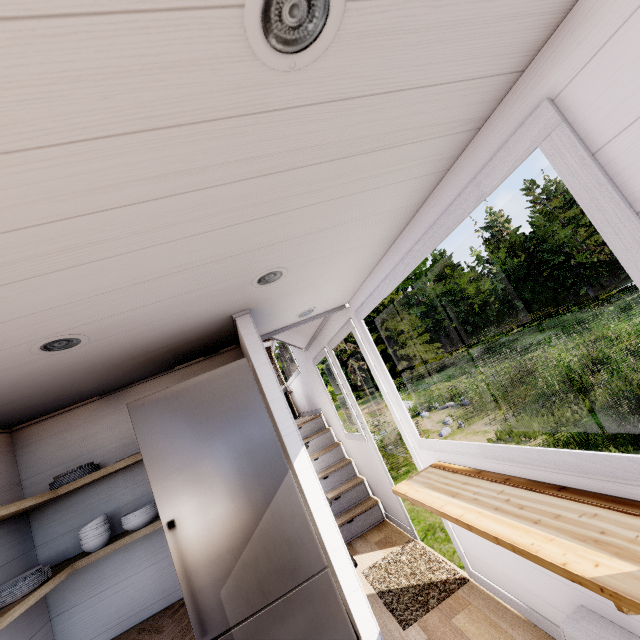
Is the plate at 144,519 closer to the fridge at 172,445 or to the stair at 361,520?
the fridge at 172,445

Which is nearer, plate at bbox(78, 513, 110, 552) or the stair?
plate at bbox(78, 513, 110, 552)

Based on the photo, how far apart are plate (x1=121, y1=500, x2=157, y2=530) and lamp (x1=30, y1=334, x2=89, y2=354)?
1.2 meters

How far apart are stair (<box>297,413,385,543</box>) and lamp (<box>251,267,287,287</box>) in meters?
3.9

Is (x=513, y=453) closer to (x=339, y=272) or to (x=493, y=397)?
(x=339, y=272)

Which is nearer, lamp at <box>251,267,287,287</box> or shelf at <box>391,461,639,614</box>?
shelf at <box>391,461,639,614</box>

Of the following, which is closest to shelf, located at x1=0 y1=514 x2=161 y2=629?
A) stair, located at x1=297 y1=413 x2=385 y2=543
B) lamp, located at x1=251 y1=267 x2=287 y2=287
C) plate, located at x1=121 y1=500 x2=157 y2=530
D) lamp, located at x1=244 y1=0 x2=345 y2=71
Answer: plate, located at x1=121 y1=500 x2=157 y2=530

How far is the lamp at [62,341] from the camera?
1.4m
